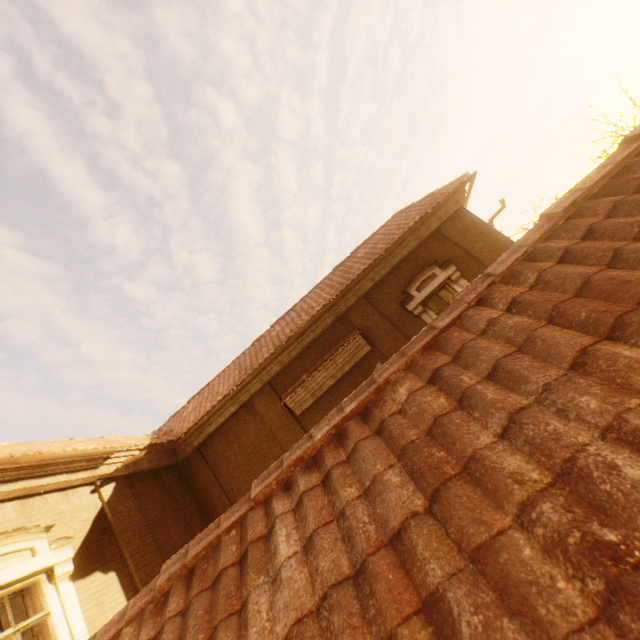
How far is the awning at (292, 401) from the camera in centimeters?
928cm

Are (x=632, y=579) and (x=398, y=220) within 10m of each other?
no

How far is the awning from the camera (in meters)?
9.28
